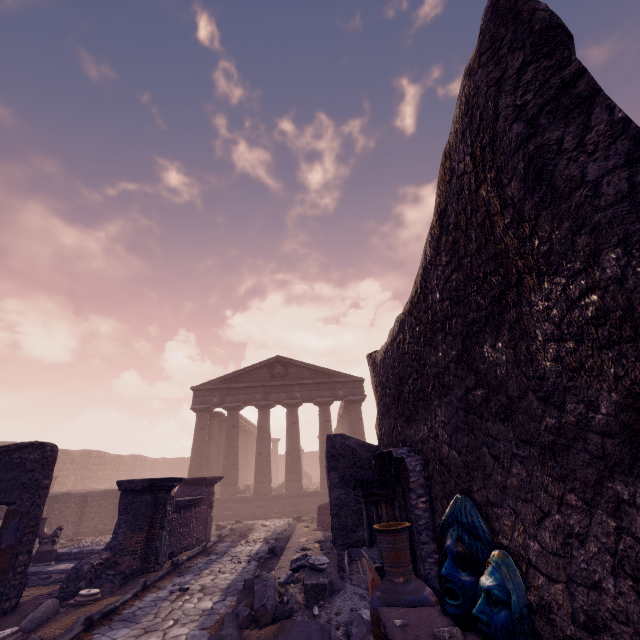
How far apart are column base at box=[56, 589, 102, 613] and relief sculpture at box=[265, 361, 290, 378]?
15.8 meters

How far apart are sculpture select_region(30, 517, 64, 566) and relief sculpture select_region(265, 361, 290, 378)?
13.4m

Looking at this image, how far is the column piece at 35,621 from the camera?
5.1 meters

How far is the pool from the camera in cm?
774

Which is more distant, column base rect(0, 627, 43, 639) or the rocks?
column base rect(0, 627, 43, 639)

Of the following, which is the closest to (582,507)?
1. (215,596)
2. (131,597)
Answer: (215,596)

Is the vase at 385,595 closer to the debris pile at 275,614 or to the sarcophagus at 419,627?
the sarcophagus at 419,627

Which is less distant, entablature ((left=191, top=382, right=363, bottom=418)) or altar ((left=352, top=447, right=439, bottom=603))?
altar ((left=352, top=447, right=439, bottom=603))
